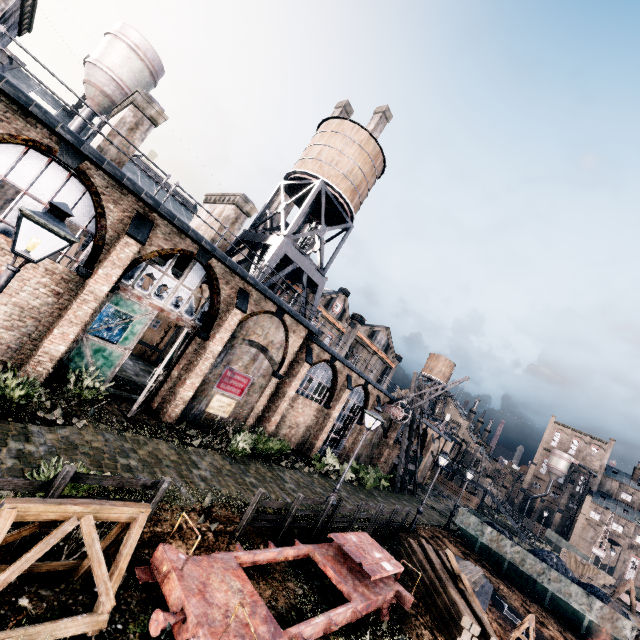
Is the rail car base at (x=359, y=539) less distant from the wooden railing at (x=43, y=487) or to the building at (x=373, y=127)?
the wooden railing at (x=43, y=487)

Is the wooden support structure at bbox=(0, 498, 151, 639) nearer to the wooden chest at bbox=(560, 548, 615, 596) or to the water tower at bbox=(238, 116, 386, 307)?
the water tower at bbox=(238, 116, 386, 307)

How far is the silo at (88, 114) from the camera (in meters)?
30.22

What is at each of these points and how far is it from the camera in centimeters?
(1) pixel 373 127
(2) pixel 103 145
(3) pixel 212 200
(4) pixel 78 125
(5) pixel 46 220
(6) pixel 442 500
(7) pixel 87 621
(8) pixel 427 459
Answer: (1) building, 4894cm
(2) chimney, 1462cm
(3) chimney, 2169cm
(4) silo, 3012cm
(5) street light, 489cm
(6) stone debris, 4178cm
(7) wooden support structure, 511cm
(8) building, 4634cm

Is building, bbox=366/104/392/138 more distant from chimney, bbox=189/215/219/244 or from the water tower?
chimney, bbox=189/215/219/244

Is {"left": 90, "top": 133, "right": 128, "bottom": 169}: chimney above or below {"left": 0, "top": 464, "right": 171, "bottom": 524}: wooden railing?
above

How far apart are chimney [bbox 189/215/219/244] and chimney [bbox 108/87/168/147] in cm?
491

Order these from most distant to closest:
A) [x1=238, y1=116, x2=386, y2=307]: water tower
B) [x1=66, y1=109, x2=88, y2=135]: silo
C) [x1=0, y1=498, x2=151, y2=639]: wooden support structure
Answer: [x1=66, y1=109, x2=88, y2=135]: silo < [x1=238, y1=116, x2=386, y2=307]: water tower < [x1=0, y1=498, x2=151, y2=639]: wooden support structure
